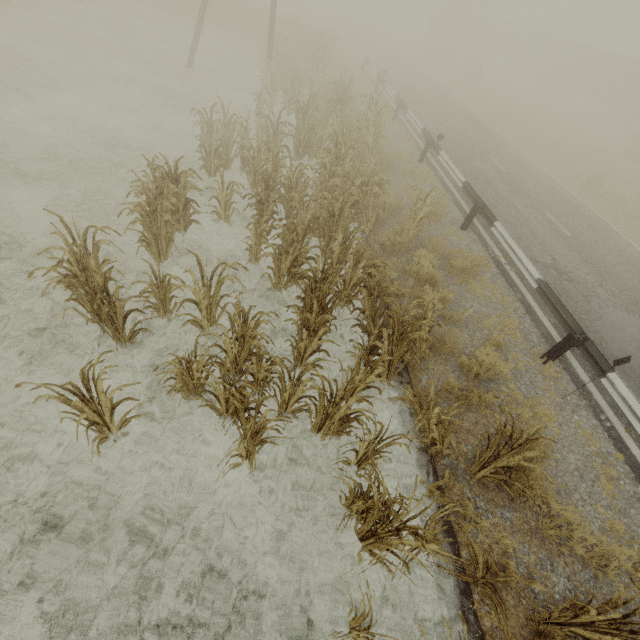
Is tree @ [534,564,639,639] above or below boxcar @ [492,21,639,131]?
below

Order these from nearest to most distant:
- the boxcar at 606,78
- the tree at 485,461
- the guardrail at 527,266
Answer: the tree at 485,461
the guardrail at 527,266
the boxcar at 606,78

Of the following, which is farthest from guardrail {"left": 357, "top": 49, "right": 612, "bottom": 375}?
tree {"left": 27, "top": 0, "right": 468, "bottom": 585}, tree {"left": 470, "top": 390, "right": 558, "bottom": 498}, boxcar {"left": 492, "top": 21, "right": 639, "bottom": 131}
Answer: boxcar {"left": 492, "top": 21, "right": 639, "bottom": 131}

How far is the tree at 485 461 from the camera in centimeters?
362cm

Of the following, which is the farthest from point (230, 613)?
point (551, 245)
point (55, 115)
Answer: point (55, 115)

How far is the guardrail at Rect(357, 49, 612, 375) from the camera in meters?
6.1 m

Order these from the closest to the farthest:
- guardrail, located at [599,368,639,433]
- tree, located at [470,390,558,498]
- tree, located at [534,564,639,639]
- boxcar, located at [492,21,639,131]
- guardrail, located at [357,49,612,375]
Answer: tree, located at [534,564,639,639] < tree, located at [470,390,558,498] < guardrail, located at [599,368,639,433] < guardrail, located at [357,49,612,375] < boxcar, located at [492,21,639,131]
